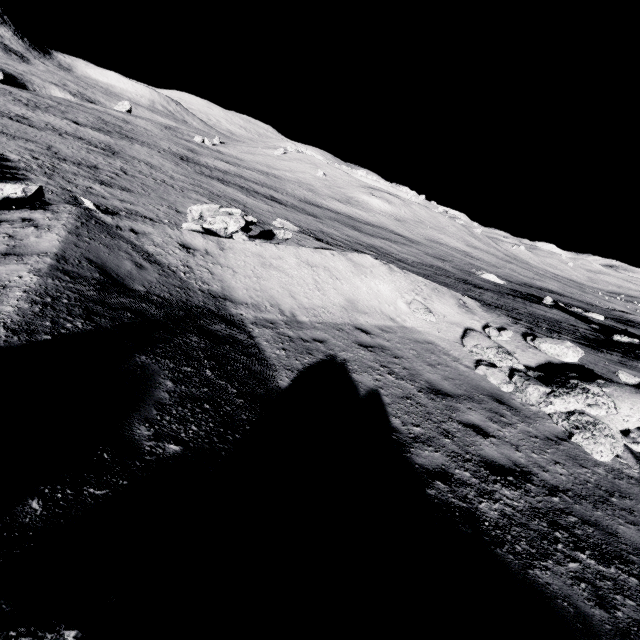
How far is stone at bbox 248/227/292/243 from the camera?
15.2m

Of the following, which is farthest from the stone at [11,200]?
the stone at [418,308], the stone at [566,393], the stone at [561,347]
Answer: the stone at [561,347]

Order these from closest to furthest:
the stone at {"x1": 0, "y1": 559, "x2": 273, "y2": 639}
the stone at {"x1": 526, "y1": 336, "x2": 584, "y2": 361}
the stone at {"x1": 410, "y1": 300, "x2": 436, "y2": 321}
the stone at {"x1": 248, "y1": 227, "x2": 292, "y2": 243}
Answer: the stone at {"x1": 0, "y1": 559, "x2": 273, "y2": 639} < the stone at {"x1": 526, "y1": 336, "x2": 584, "y2": 361} < the stone at {"x1": 410, "y1": 300, "x2": 436, "y2": 321} < the stone at {"x1": 248, "y1": 227, "x2": 292, "y2": 243}

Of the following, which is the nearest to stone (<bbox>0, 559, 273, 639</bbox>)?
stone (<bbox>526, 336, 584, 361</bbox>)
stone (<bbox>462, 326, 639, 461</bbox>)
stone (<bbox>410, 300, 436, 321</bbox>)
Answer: stone (<bbox>462, 326, 639, 461</bbox>)

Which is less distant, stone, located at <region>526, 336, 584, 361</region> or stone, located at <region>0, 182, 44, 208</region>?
stone, located at <region>0, 182, 44, 208</region>

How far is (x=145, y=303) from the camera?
6.3m

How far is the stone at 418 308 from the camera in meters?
11.4 m

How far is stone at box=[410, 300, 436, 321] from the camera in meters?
11.4 m
